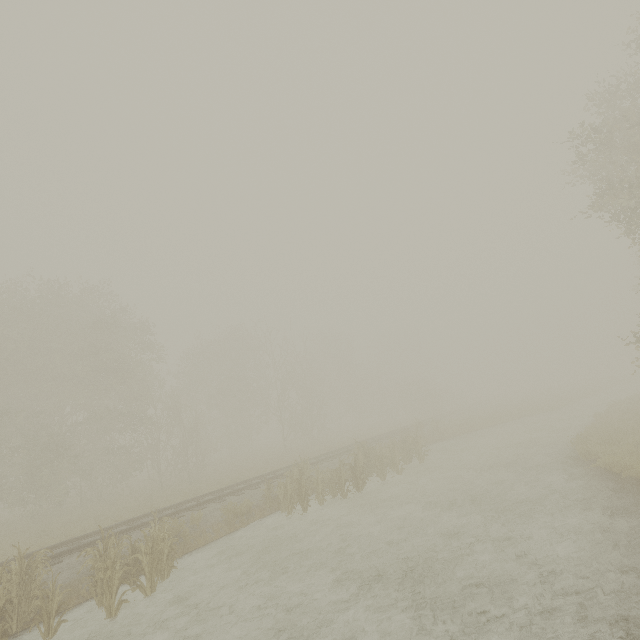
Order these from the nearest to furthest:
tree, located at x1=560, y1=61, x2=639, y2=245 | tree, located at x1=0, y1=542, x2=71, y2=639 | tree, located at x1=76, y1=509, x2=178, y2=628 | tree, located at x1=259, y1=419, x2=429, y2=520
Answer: tree, located at x1=0, y1=542, x2=71, y2=639 < tree, located at x1=76, y1=509, x2=178, y2=628 < tree, located at x1=560, y1=61, x2=639, y2=245 < tree, located at x1=259, y1=419, x2=429, y2=520

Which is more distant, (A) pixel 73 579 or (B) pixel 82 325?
(B) pixel 82 325

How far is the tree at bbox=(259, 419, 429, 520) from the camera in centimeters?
1334cm

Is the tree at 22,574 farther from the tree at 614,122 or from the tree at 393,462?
the tree at 614,122

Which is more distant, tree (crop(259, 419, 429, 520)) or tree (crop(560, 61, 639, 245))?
tree (crop(259, 419, 429, 520))

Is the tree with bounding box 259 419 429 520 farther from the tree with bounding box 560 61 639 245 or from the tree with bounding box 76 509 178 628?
the tree with bounding box 560 61 639 245
